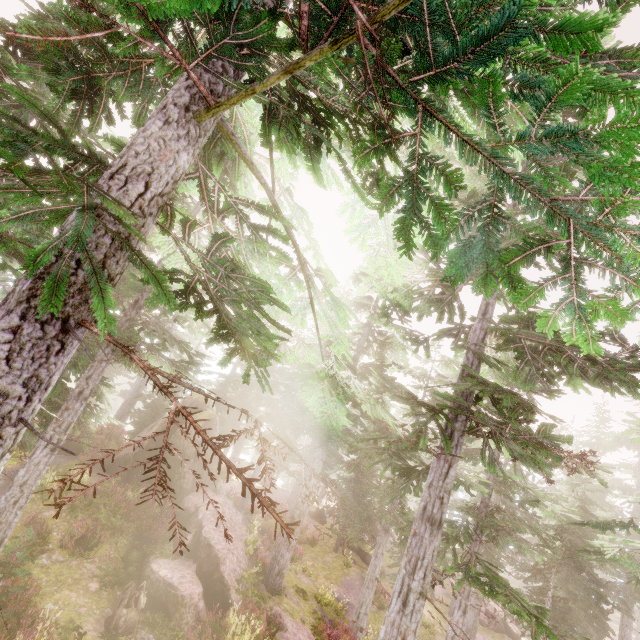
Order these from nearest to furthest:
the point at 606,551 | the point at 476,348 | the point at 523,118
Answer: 1. the point at 523,118
2. the point at 476,348
3. the point at 606,551

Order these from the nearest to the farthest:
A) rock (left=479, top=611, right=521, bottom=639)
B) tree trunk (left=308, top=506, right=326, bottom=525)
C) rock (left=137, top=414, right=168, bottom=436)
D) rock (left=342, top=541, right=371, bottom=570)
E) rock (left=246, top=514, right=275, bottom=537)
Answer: rock (left=137, top=414, right=168, bottom=436), rock (left=246, top=514, right=275, bottom=537), rock (left=342, top=541, right=371, bottom=570), rock (left=479, top=611, right=521, bottom=639), tree trunk (left=308, top=506, right=326, bottom=525)

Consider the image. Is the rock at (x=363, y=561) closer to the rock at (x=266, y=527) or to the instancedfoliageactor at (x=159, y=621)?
the instancedfoliageactor at (x=159, y=621)

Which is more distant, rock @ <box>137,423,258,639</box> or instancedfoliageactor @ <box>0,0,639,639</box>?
rock @ <box>137,423,258,639</box>

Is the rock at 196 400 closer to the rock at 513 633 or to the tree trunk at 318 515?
the tree trunk at 318 515

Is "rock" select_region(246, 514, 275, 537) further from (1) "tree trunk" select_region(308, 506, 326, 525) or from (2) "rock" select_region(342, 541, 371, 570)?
(1) "tree trunk" select_region(308, 506, 326, 525)

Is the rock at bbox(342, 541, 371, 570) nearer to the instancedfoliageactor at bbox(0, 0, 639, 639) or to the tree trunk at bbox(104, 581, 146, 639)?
the instancedfoliageactor at bbox(0, 0, 639, 639)

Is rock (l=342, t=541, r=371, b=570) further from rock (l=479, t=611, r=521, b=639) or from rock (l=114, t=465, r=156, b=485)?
rock (l=479, t=611, r=521, b=639)
